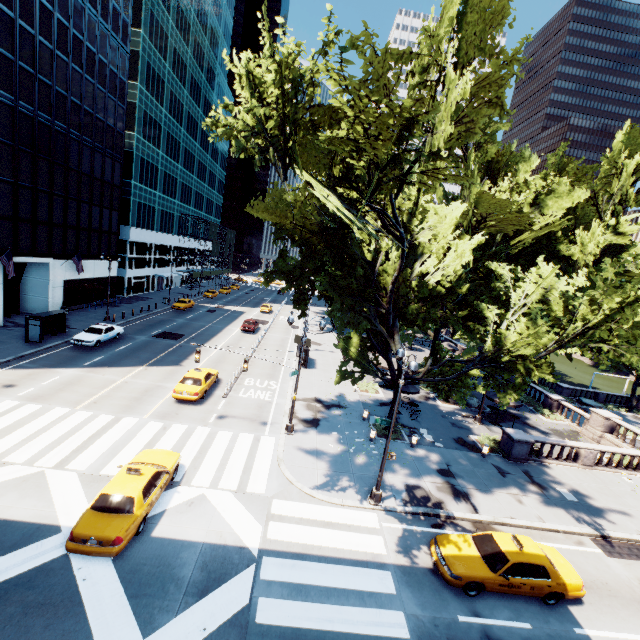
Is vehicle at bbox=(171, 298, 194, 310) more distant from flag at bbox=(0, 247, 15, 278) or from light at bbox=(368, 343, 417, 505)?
light at bbox=(368, 343, 417, 505)

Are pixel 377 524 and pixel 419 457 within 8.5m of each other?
yes

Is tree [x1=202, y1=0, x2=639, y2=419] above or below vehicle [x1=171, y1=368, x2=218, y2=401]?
above

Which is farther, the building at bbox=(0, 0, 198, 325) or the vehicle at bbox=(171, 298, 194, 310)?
the vehicle at bbox=(171, 298, 194, 310)

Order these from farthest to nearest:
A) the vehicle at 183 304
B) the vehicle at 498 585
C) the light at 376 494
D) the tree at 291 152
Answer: the vehicle at 183 304 < the light at 376 494 < the vehicle at 498 585 < the tree at 291 152

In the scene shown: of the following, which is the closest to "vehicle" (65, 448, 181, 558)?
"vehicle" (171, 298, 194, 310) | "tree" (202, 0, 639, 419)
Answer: "tree" (202, 0, 639, 419)

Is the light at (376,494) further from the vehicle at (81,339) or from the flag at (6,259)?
the flag at (6,259)
